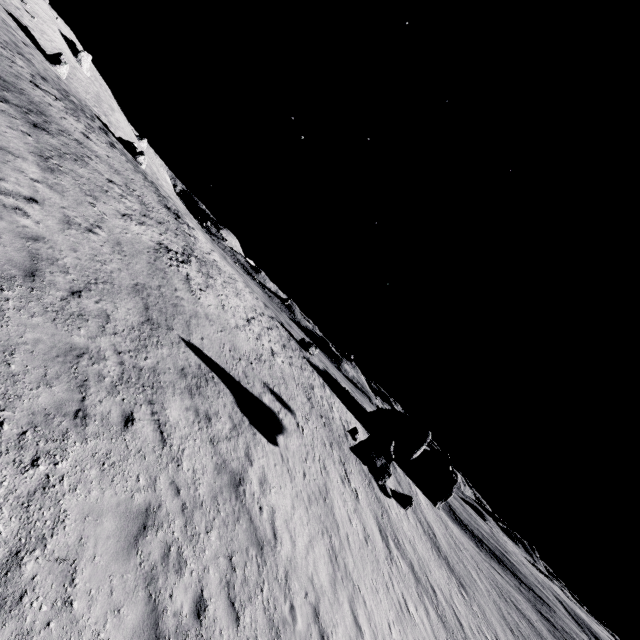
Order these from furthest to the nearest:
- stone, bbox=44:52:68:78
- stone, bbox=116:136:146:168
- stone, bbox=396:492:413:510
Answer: stone, bbox=116:136:146:168 < stone, bbox=44:52:68:78 < stone, bbox=396:492:413:510

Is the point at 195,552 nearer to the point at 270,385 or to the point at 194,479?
the point at 194,479

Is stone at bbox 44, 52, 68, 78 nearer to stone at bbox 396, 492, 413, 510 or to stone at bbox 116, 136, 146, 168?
stone at bbox 116, 136, 146, 168

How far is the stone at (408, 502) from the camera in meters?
31.7 m

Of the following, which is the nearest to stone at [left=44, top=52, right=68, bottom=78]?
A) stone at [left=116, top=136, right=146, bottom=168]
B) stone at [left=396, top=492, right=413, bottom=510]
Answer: stone at [left=116, top=136, right=146, bottom=168]

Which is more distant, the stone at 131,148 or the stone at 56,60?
the stone at 131,148
